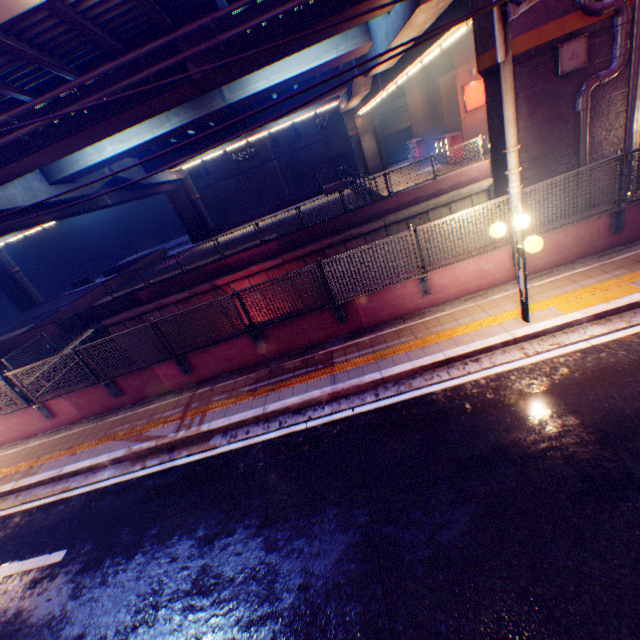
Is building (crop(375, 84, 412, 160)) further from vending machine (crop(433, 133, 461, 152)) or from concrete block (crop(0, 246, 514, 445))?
concrete block (crop(0, 246, 514, 445))

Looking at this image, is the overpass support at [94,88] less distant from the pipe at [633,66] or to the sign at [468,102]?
the pipe at [633,66]

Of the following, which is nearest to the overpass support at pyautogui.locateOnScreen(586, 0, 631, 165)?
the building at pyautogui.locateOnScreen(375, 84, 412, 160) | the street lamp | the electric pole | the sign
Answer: the electric pole

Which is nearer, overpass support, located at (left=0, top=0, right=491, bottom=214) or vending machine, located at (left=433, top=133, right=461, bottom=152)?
overpass support, located at (left=0, top=0, right=491, bottom=214)

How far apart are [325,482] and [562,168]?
9.7m

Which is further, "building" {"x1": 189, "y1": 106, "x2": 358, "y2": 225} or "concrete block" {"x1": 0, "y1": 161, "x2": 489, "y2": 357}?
"building" {"x1": 189, "y1": 106, "x2": 358, "y2": 225}

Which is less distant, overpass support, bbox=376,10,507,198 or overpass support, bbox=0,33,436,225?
overpass support, bbox=376,10,507,198

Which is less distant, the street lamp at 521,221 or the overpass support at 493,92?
the street lamp at 521,221
